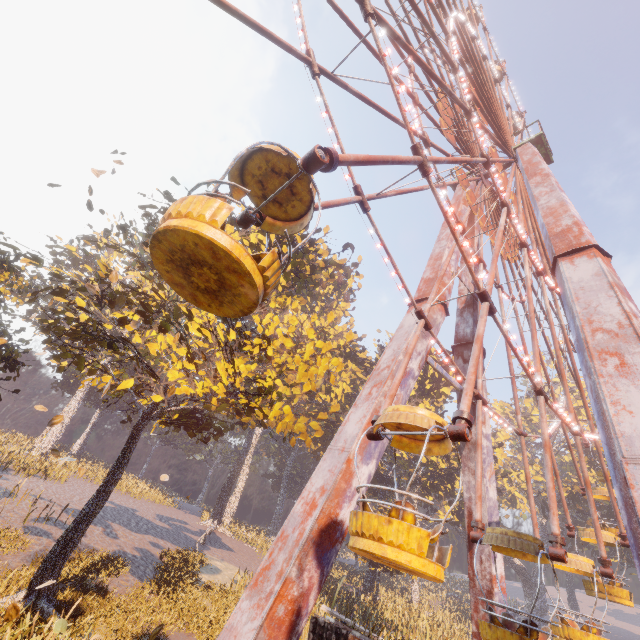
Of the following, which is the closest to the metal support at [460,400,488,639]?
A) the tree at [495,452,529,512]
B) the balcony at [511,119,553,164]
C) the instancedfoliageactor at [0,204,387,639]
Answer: A: the balcony at [511,119,553,164]

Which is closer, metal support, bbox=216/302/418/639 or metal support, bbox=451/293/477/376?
metal support, bbox=216/302/418/639

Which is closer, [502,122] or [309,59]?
[309,59]

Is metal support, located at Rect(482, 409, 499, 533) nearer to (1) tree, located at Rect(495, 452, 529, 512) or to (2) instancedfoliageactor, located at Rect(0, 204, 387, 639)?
(2) instancedfoliageactor, located at Rect(0, 204, 387, 639)

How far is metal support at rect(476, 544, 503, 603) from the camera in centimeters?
1389cm

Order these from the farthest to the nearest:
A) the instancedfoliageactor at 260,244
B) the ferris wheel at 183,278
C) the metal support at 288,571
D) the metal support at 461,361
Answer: the metal support at 461,361, the instancedfoliageactor at 260,244, the metal support at 288,571, the ferris wheel at 183,278

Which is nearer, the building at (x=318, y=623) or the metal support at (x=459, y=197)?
the building at (x=318, y=623)

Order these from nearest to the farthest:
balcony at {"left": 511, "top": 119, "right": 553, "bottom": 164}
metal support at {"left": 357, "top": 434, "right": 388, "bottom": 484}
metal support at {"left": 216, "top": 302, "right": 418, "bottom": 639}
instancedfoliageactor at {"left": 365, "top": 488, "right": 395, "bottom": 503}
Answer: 1. metal support at {"left": 216, "top": 302, "right": 418, "bottom": 639}
2. metal support at {"left": 357, "top": 434, "right": 388, "bottom": 484}
3. balcony at {"left": 511, "top": 119, "right": 553, "bottom": 164}
4. instancedfoliageactor at {"left": 365, "top": 488, "right": 395, "bottom": 503}
